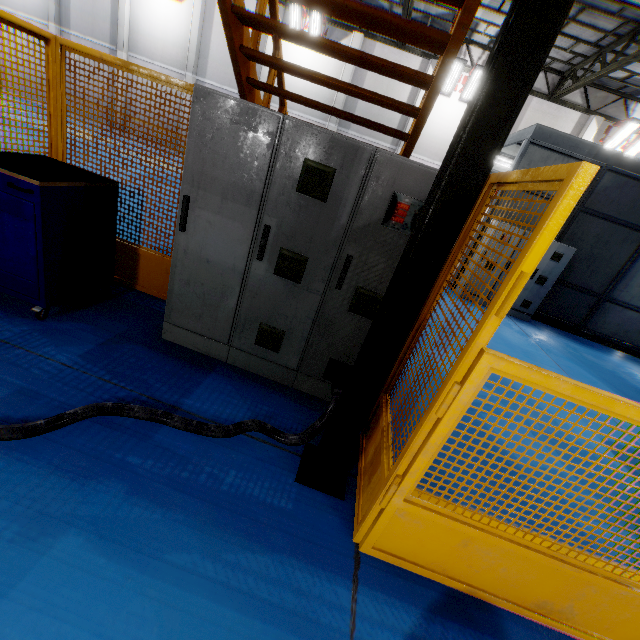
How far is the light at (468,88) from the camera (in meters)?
14.34

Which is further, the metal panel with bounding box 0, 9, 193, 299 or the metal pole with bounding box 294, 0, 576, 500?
the metal panel with bounding box 0, 9, 193, 299

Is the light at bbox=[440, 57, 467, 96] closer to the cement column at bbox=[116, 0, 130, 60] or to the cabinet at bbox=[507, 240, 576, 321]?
the cabinet at bbox=[507, 240, 576, 321]

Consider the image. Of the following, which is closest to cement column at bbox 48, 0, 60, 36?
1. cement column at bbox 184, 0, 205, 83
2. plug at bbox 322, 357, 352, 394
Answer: cement column at bbox 184, 0, 205, 83

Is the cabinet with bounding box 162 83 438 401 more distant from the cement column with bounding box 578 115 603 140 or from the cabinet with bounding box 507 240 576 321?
the cement column with bounding box 578 115 603 140

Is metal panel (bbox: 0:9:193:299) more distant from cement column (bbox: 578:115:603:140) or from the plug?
cement column (bbox: 578:115:603:140)

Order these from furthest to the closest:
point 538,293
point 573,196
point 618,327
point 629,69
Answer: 1. point 629,69
2. point 618,327
3. point 538,293
4. point 573,196

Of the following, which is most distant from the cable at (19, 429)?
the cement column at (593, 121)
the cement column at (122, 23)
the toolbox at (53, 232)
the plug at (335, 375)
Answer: the cement column at (122, 23)
